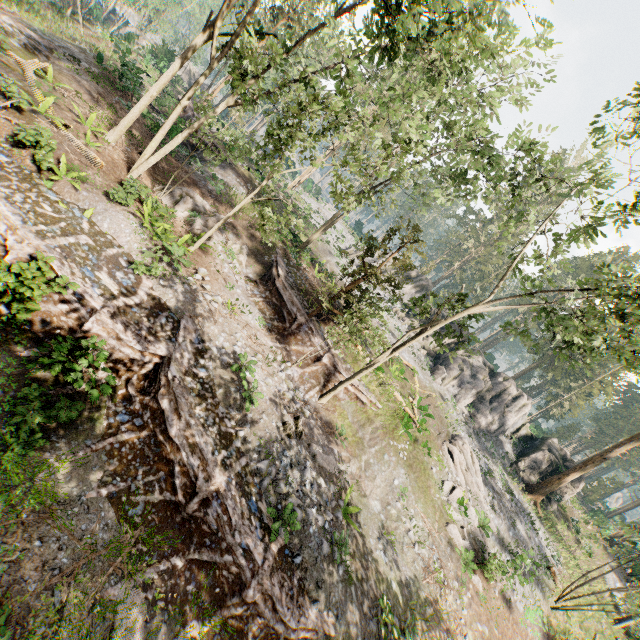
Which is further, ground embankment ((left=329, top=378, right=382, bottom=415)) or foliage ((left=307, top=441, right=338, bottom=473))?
ground embankment ((left=329, top=378, right=382, bottom=415))

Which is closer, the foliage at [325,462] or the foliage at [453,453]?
the foliage at [325,462]

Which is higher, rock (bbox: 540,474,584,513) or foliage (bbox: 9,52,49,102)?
rock (bbox: 540,474,584,513)

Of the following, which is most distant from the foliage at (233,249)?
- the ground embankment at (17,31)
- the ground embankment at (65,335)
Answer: the ground embankment at (17,31)

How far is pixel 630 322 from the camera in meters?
10.7 m

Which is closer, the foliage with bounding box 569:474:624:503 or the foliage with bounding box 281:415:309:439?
the foliage with bounding box 281:415:309:439

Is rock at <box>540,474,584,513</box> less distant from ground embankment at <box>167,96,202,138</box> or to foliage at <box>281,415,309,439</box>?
foliage at <box>281,415,309,439</box>

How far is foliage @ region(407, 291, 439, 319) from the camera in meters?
15.4 m
